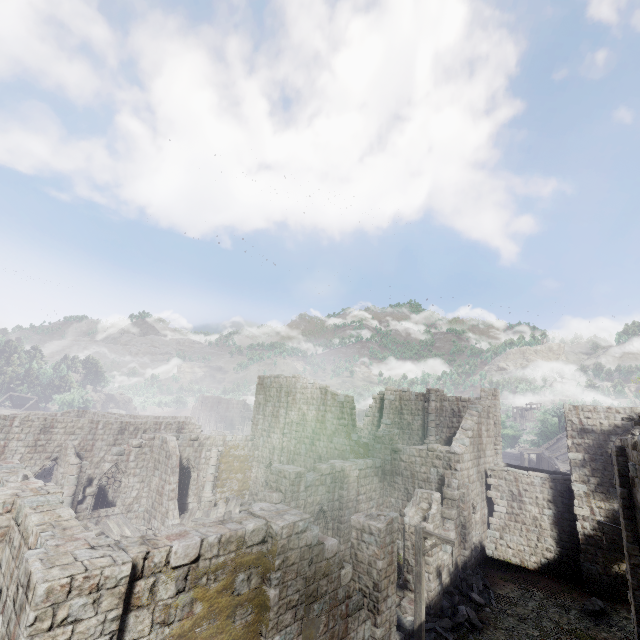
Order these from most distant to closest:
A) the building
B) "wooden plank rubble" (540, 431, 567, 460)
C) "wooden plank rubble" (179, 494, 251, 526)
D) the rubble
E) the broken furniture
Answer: "wooden plank rubble" (540, 431, 567, 460), "wooden plank rubble" (179, 494, 251, 526), the broken furniture, the rubble, the building

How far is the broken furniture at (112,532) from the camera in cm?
1958

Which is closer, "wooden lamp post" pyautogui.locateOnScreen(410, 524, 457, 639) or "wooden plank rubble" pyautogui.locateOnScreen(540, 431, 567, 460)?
"wooden lamp post" pyautogui.locateOnScreen(410, 524, 457, 639)

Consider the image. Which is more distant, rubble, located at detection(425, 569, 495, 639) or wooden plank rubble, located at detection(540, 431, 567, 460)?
wooden plank rubble, located at detection(540, 431, 567, 460)

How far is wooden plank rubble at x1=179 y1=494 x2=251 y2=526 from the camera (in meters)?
21.03

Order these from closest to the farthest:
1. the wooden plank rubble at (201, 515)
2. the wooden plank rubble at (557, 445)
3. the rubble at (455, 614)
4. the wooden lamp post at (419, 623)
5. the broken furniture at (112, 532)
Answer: the wooden lamp post at (419, 623) → the rubble at (455, 614) → the broken furniture at (112, 532) → the wooden plank rubble at (201, 515) → the wooden plank rubble at (557, 445)

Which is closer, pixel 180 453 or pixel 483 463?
pixel 483 463

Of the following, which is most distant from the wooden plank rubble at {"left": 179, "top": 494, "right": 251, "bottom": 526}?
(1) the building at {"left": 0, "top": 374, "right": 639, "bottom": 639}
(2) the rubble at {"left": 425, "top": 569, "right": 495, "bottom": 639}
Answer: (2) the rubble at {"left": 425, "top": 569, "right": 495, "bottom": 639}
